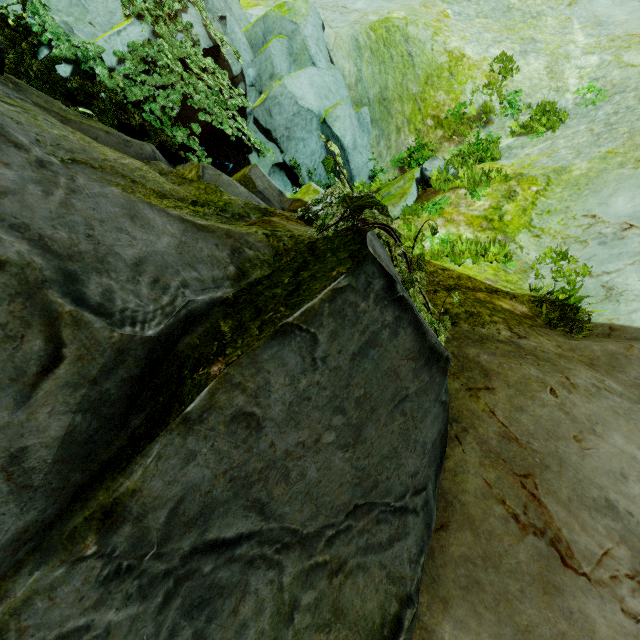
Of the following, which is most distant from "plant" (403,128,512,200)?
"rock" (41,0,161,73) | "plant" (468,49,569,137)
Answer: "plant" (468,49,569,137)

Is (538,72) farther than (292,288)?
Yes

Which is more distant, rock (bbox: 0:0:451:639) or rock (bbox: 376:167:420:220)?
rock (bbox: 376:167:420:220)

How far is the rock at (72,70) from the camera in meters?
6.5 m

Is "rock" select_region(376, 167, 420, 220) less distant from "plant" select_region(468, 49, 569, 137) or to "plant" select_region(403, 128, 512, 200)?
"plant" select_region(403, 128, 512, 200)

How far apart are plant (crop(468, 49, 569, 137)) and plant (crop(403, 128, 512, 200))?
2.5 meters

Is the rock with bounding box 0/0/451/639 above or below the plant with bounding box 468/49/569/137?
above

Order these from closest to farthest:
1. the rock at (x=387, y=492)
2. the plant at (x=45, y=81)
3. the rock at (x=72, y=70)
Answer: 1. the rock at (x=387, y=492)
2. the plant at (x=45, y=81)
3. the rock at (x=72, y=70)
